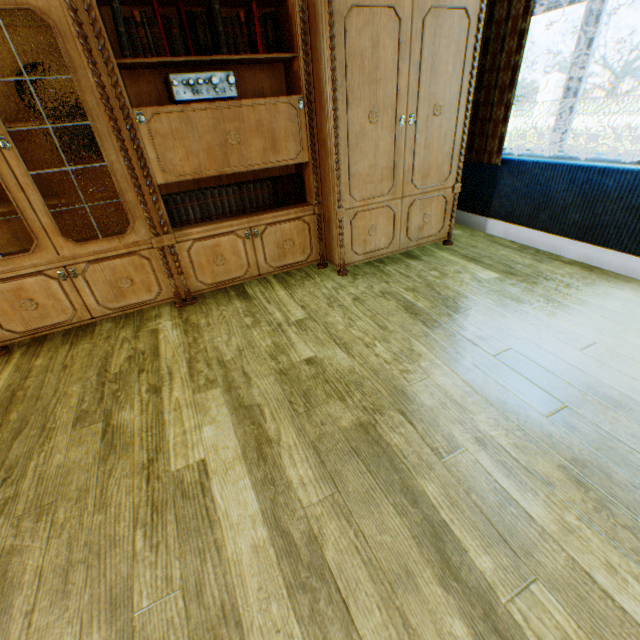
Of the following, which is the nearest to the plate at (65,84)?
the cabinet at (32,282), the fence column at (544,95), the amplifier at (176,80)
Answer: the cabinet at (32,282)

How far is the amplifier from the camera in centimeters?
210cm

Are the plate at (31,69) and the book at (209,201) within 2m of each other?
yes

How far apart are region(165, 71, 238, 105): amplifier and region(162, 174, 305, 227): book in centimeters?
63cm

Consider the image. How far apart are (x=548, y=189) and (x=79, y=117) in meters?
3.9

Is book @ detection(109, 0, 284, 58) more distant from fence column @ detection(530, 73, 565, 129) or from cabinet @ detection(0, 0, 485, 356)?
fence column @ detection(530, 73, 565, 129)

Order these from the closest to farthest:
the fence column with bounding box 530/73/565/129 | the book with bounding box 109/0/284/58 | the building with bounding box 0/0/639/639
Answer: the building with bounding box 0/0/639/639
the book with bounding box 109/0/284/58
the fence column with bounding box 530/73/565/129

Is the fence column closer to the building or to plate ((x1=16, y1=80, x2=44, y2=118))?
the building
